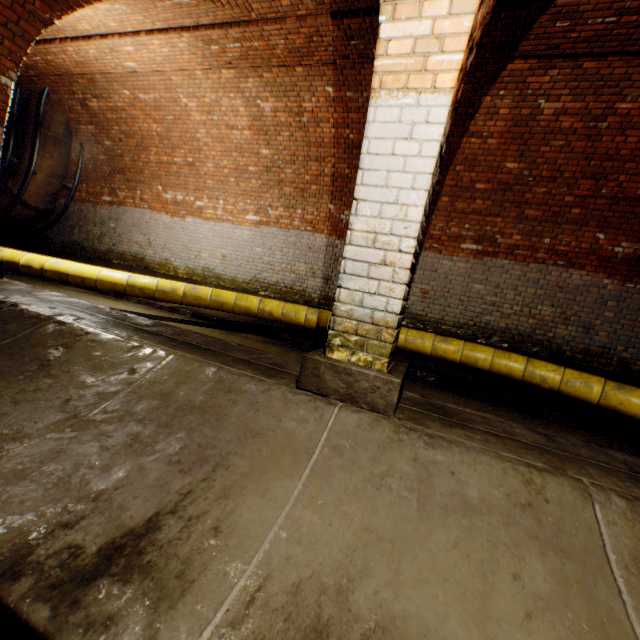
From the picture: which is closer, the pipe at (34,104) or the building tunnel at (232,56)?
the building tunnel at (232,56)

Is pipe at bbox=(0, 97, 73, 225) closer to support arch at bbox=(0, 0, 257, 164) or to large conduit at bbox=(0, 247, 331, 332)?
large conduit at bbox=(0, 247, 331, 332)

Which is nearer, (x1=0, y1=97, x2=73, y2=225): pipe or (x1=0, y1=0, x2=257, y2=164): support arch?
(x1=0, y1=0, x2=257, y2=164): support arch

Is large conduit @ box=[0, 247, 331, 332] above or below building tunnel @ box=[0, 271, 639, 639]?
above

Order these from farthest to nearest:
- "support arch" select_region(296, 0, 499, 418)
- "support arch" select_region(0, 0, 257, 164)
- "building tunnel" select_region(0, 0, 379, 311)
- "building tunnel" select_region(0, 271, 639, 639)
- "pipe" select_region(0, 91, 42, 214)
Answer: "pipe" select_region(0, 91, 42, 214) < "building tunnel" select_region(0, 0, 379, 311) < "support arch" select_region(0, 0, 257, 164) < "support arch" select_region(296, 0, 499, 418) < "building tunnel" select_region(0, 271, 639, 639)

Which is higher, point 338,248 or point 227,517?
point 338,248

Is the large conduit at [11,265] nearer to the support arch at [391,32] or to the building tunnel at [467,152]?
the building tunnel at [467,152]

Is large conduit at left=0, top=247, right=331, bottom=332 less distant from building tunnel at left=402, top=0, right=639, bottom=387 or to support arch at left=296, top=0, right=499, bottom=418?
building tunnel at left=402, top=0, right=639, bottom=387
